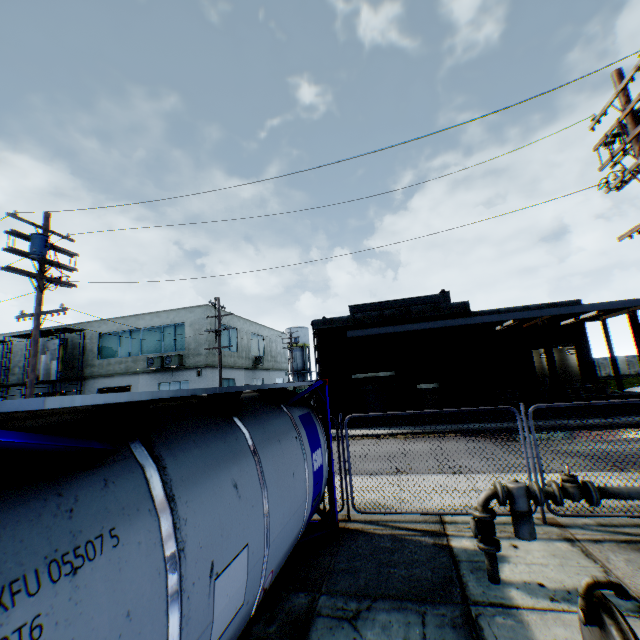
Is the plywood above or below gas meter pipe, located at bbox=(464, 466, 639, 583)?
above

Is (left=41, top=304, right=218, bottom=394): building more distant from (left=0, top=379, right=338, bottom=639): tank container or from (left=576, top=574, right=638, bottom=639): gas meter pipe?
(left=576, top=574, right=638, bottom=639): gas meter pipe

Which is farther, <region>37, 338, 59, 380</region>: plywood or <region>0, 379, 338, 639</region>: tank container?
<region>37, 338, 59, 380</region>: plywood

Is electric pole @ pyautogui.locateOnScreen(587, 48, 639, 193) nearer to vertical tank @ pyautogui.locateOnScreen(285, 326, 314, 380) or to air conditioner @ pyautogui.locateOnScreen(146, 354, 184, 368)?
air conditioner @ pyautogui.locateOnScreen(146, 354, 184, 368)

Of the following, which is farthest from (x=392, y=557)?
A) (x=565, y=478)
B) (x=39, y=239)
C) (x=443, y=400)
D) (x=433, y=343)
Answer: (x=433, y=343)

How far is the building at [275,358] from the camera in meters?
29.1 m

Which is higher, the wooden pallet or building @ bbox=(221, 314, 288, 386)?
building @ bbox=(221, 314, 288, 386)

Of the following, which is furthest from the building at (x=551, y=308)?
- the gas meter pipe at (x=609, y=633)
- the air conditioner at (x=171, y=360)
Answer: the gas meter pipe at (x=609, y=633)
